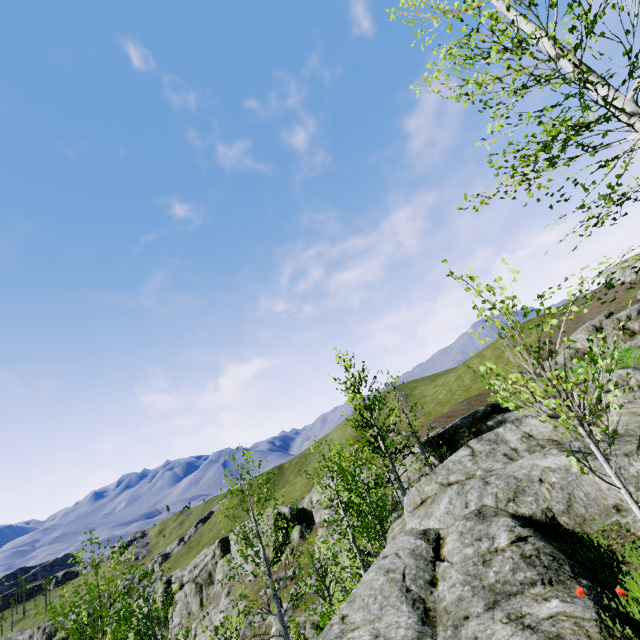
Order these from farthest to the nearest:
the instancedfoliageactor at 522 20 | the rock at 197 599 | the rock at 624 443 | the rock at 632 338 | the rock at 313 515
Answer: the rock at 197 599 < the rock at 632 338 < the rock at 313 515 < the rock at 624 443 < the instancedfoliageactor at 522 20

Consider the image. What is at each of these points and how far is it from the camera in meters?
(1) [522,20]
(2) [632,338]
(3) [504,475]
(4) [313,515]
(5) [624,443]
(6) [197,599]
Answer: (1) instancedfoliageactor, 5.3 m
(2) rock, 29.9 m
(3) rock, 7.5 m
(4) rock, 49.5 m
(5) rock, 6.5 m
(6) rock, 59.7 m

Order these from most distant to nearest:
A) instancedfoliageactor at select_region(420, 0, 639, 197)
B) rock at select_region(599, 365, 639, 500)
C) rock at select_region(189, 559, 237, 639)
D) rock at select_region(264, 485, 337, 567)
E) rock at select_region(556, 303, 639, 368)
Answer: rock at select_region(189, 559, 237, 639)
rock at select_region(556, 303, 639, 368)
rock at select_region(264, 485, 337, 567)
rock at select_region(599, 365, 639, 500)
instancedfoliageactor at select_region(420, 0, 639, 197)

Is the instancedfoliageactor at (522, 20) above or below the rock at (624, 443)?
above

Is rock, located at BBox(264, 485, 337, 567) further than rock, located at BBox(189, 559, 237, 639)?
No

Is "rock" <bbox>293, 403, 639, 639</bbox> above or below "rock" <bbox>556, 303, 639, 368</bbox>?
below
